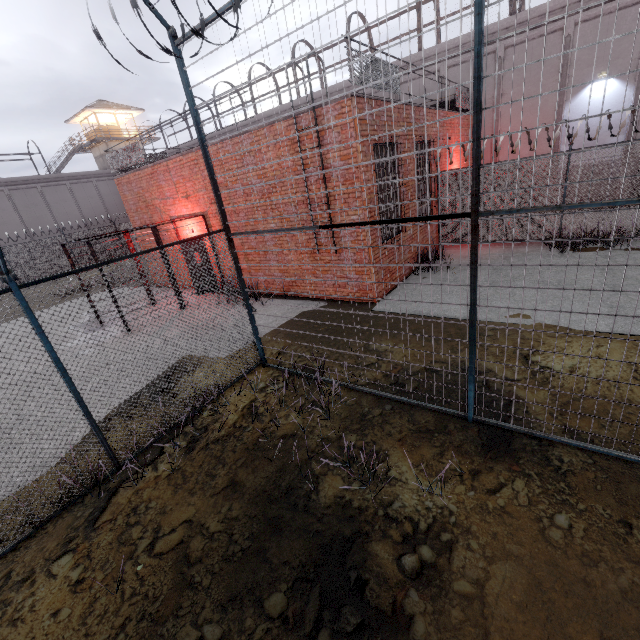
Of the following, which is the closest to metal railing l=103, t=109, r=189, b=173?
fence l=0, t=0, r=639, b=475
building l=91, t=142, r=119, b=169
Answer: fence l=0, t=0, r=639, b=475

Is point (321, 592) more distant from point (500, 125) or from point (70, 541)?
point (500, 125)

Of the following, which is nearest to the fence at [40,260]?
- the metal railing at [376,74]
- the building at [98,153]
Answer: the metal railing at [376,74]

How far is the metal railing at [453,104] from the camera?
13.0m

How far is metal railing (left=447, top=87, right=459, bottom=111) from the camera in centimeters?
1295cm
